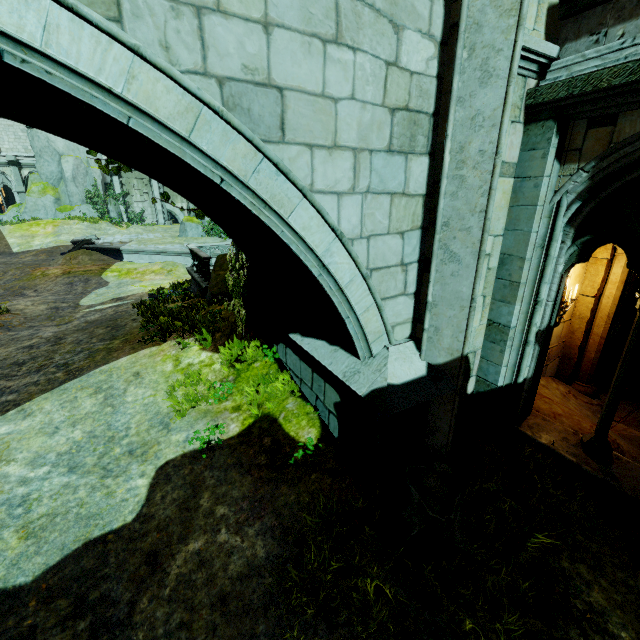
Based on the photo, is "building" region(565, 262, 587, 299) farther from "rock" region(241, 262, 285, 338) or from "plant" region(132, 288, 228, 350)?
"plant" region(132, 288, 228, 350)

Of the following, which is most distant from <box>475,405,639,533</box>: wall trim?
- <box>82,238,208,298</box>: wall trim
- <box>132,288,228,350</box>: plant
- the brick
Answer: <box>82,238,208,298</box>: wall trim

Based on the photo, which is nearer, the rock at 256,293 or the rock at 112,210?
the rock at 256,293

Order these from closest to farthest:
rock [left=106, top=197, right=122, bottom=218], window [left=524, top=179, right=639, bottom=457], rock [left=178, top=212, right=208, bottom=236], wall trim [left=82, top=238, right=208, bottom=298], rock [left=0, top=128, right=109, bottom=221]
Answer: window [left=524, top=179, right=639, bottom=457], wall trim [left=82, top=238, right=208, bottom=298], rock [left=178, top=212, right=208, bottom=236], rock [left=0, top=128, right=109, bottom=221], rock [left=106, top=197, right=122, bottom=218]

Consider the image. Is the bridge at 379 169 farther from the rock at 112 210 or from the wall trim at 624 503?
the rock at 112 210

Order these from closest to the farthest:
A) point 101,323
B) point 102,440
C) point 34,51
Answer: point 34,51
point 102,440
point 101,323

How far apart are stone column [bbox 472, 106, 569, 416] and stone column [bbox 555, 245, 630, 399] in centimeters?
244cm

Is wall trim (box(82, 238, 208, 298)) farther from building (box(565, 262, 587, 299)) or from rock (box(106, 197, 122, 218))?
rock (box(106, 197, 122, 218))
